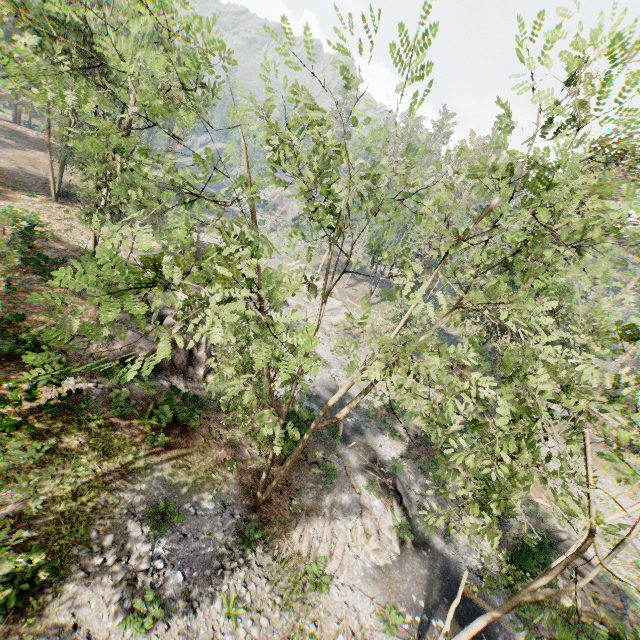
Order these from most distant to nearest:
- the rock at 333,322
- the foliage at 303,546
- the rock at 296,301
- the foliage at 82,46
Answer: the rock at 296,301
the rock at 333,322
the foliage at 303,546
the foliage at 82,46

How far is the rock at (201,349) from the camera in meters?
19.8

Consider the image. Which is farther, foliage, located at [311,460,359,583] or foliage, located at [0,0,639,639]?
foliage, located at [311,460,359,583]

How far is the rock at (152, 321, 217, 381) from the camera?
19.8 meters

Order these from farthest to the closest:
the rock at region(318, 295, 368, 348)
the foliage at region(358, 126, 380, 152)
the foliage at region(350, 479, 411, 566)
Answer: the rock at region(318, 295, 368, 348)
the foliage at region(350, 479, 411, 566)
the foliage at region(358, 126, 380, 152)

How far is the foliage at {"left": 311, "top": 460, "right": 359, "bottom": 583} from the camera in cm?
1588

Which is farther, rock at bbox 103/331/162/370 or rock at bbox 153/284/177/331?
rock at bbox 153/284/177/331

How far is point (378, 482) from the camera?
22.1 meters
